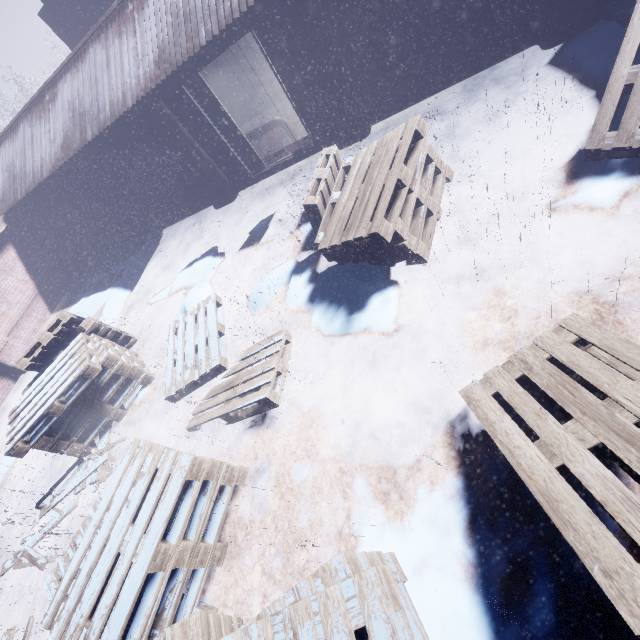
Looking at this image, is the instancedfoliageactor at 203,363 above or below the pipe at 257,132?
below

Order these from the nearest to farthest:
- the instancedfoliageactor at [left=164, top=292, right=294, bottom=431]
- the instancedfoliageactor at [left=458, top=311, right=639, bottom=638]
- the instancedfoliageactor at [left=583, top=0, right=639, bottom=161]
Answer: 1. the instancedfoliageactor at [left=458, top=311, right=639, bottom=638]
2. the instancedfoliageactor at [left=583, top=0, right=639, bottom=161]
3. the instancedfoliageactor at [left=164, top=292, right=294, bottom=431]

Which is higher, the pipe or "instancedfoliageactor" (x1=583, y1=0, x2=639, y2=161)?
the pipe

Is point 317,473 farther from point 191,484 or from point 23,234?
point 23,234

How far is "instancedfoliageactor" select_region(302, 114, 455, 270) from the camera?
3.3m

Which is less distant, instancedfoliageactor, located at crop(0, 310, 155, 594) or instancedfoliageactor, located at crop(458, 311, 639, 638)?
instancedfoliageactor, located at crop(458, 311, 639, 638)
